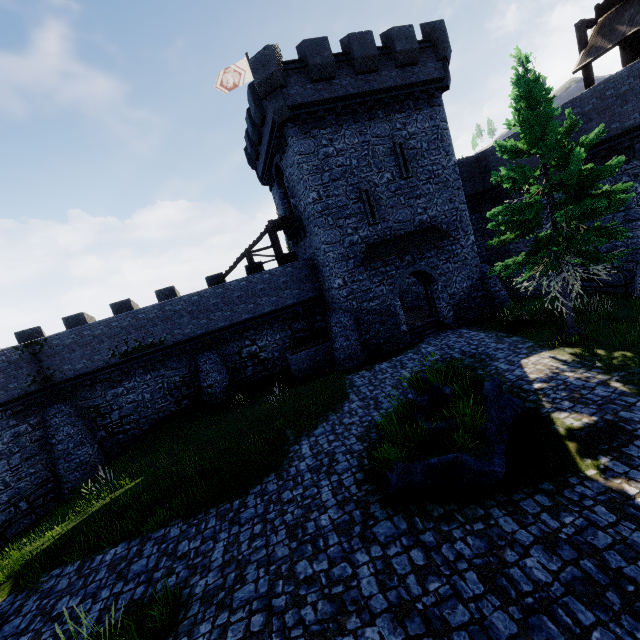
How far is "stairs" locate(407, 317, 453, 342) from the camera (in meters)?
19.88

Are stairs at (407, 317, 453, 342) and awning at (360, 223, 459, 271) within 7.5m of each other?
yes

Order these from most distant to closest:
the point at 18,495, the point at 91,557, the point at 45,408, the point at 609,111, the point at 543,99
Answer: the point at 45,408, the point at 18,495, the point at 609,111, the point at 543,99, the point at 91,557

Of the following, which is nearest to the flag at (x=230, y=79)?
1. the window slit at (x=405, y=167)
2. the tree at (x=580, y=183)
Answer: the window slit at (x=405, y=167)

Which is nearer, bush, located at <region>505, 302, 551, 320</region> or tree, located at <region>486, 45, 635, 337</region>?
tree, located at <region>486, 45, 635, 337</region>

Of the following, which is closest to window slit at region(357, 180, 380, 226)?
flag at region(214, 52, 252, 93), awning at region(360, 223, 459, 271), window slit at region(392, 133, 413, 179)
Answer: awning at region(360, 223, 459, 271)

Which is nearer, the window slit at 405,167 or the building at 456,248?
the building at 456,248

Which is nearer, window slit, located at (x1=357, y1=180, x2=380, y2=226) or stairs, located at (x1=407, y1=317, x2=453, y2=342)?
window slit, located at (x1=357, y1=180, x2=380, y2=226)
